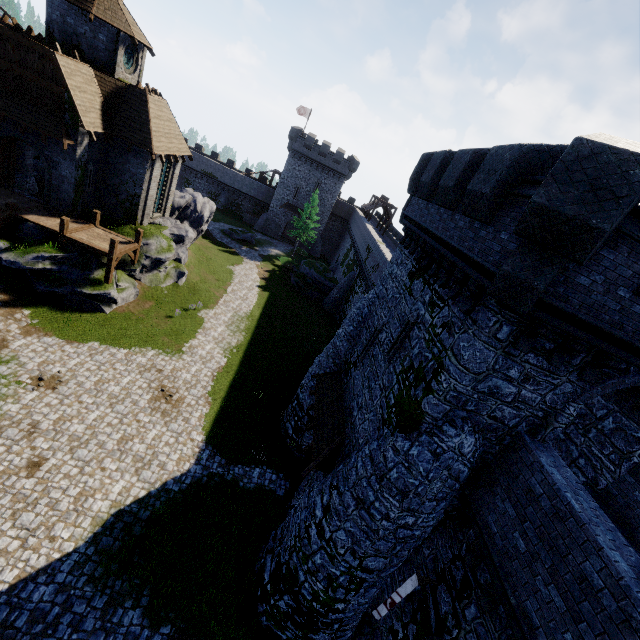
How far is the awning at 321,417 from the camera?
12.23m

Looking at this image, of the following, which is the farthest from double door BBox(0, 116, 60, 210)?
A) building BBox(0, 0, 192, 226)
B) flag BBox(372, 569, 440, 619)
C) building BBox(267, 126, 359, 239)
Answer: building BBox(267, 126, 359, 239)

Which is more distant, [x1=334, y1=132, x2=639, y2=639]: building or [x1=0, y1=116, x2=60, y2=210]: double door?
[x1=0, y1=116, x2=60, y2=210]: double door

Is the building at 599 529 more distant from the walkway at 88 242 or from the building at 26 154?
the building at 26 154

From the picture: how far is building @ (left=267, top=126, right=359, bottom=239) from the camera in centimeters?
5025cm

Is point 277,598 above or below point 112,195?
below

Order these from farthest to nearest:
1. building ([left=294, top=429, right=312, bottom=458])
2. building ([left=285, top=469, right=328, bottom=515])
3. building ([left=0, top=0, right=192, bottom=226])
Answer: building ([left=0, top=0, right=192, bottom=226]), building ([left=294, top=429, right=312, bottom=458]), building ([left=285, top=469, right=328, bottom=515])

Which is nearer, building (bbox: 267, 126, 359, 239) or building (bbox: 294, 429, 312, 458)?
building (bbox: 294, 429, 312, 458)
